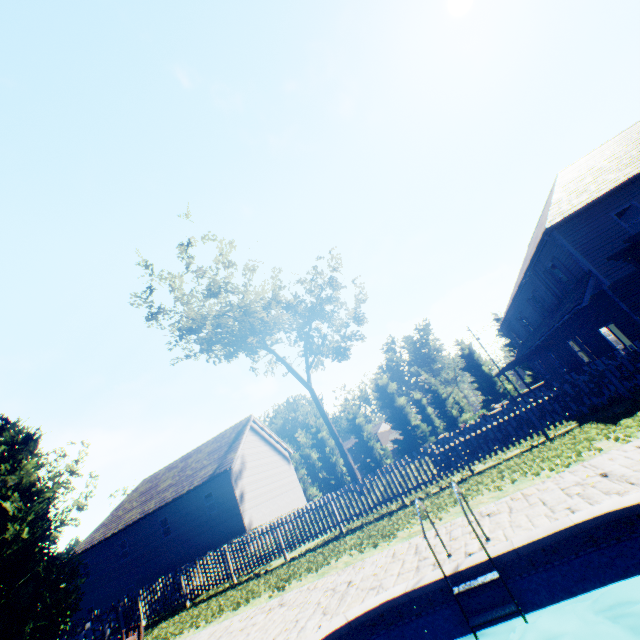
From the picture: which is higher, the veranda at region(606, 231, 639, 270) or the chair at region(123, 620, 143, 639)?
the veranda at region(606, 231, 639, 270)

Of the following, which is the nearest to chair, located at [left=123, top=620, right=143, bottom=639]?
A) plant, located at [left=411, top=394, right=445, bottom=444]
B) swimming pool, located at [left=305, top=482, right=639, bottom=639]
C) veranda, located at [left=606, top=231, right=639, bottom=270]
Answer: swimming pool, located at [left=305, top=482, right=639, bottom=639]

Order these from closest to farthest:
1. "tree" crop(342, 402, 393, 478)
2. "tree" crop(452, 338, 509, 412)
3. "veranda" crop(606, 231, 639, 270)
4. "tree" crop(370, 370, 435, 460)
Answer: "veranda" crop(606, 231, 639, 270), "tree" crop(452, 338, 509, 412), "tree" crop(370, 370, 435, 460), "tree" crop(342, 402, 393, 478)

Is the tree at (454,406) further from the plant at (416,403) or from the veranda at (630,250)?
the veranda at (630,250)

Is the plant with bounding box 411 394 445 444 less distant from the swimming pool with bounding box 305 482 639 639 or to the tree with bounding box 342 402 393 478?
the tree with bounding box 342 402 393 478

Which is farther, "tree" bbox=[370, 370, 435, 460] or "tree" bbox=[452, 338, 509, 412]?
"tree" bbox=[370, 370, 435, 460]

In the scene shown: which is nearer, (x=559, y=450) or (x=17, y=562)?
(x=559, y=450)

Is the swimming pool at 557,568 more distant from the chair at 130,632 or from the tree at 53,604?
the tree at 53,604
